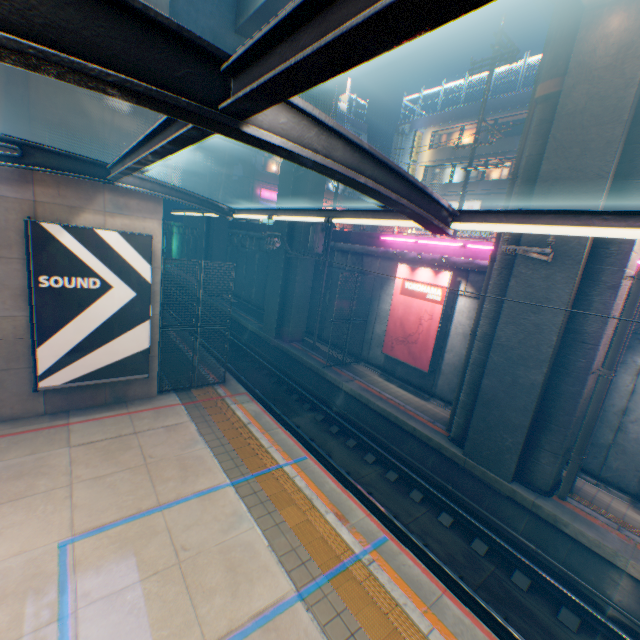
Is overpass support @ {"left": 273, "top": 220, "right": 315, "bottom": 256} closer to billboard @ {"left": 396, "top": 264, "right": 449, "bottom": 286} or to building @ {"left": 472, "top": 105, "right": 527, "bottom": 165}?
building @ {"left": 472, "top": 105, "right": 527, "bottom": 165}

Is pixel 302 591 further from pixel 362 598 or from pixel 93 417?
pixel 93 417

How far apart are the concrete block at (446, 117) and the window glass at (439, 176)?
3.4m

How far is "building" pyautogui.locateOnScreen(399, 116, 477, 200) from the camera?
26.92m

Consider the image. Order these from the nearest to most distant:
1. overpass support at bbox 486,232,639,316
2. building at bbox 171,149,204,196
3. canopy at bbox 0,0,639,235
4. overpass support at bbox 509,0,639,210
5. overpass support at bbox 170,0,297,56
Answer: canopy at bbox 0,0,639,235 < overpass support at bbox 509,0,639,210 < overpass support at bbox 486,232,639,316 < overpass support at bbox 170,0,297,56 < building at bbox 171,149,204,196

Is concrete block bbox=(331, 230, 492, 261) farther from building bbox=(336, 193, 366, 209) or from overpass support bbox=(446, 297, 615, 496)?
overpass support bbox=(446, 297, 615, 496)

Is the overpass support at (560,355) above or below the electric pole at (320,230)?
below

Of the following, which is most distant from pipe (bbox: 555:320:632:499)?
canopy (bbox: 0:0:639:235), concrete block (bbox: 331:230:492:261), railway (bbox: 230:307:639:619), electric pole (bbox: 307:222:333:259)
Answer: electric pole (bbox: 307:222:333:259)
